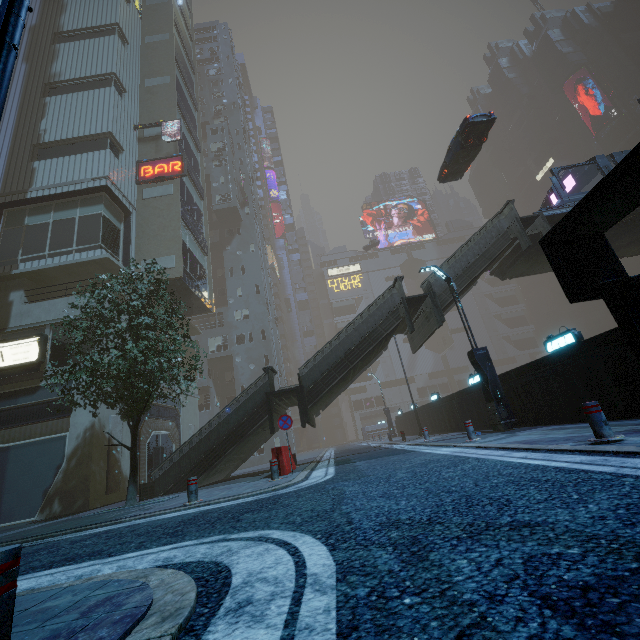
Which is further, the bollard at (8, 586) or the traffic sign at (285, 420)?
the traffic sign at (285, 420)

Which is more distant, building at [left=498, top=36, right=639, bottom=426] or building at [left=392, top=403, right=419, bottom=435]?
building at [left=392, top=403, right=419, bottom=435]

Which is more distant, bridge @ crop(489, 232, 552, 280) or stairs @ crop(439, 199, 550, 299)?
bridge @ crop(489, 232, 552, 280)

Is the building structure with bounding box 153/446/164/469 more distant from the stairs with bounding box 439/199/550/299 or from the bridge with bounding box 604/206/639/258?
the bridge with bounding box 604/206/639/258

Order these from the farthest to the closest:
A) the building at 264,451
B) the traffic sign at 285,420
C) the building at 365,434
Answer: the building at 365,434
the building at 264,451
the traffic sign at 285,420

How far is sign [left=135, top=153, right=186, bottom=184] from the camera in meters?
22.9 m

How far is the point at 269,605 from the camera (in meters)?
1.79

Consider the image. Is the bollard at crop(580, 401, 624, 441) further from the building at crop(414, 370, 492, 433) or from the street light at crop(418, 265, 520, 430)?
the street light at crop(418, 265, 520, 430)
